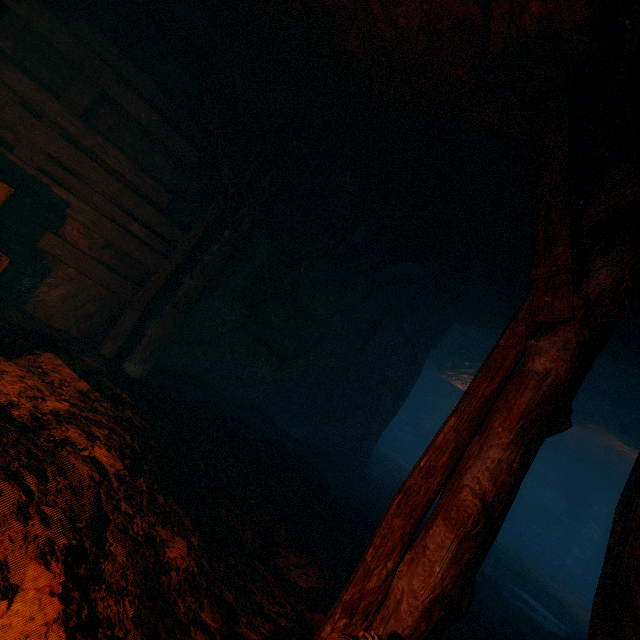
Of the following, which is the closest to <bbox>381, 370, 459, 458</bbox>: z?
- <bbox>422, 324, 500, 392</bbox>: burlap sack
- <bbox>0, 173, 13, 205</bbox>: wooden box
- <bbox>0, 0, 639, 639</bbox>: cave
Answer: <bbox>422, 324, 500, 392</bbox>: burlap sack

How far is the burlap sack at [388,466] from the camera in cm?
765

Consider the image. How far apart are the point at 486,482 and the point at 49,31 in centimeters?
604cm

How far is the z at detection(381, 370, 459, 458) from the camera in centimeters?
2092cm

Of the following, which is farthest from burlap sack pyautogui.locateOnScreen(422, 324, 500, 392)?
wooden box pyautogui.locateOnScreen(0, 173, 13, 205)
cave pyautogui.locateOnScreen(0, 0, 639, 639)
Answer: wooden box pyautogui.locateOnScreen(0, 173, 13, 205)

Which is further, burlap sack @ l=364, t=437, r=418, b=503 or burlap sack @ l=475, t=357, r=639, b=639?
burlap sack @ l=364, t=437, r=418, b=503

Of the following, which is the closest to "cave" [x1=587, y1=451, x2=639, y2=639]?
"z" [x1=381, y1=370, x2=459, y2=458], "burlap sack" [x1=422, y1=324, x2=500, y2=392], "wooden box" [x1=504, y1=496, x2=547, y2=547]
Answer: "burlap sack" [x1=422, y1=324, x2=500, y2=392]

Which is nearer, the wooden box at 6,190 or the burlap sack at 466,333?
the wooden box at 6,190
